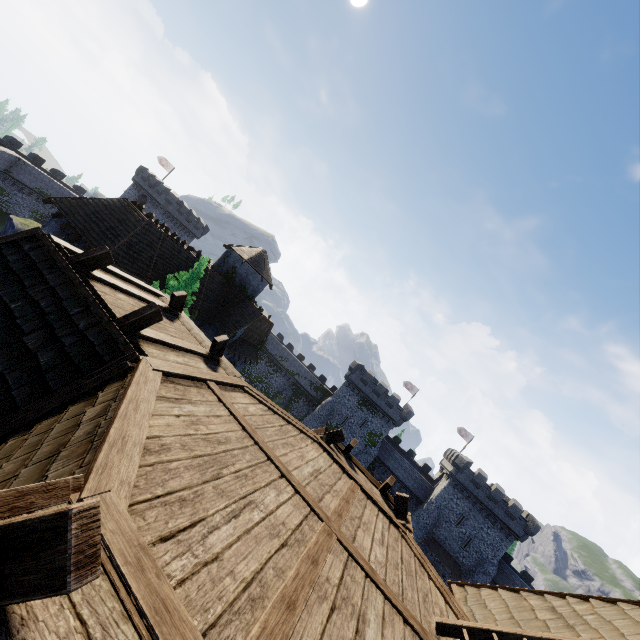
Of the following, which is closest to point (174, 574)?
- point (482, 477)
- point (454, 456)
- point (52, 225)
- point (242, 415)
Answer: point (242, 415)

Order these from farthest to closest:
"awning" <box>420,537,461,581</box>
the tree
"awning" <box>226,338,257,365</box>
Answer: "awning" <box>420,537,461,581</box>, "awning" <box>226,338,257,365</box>, the tree

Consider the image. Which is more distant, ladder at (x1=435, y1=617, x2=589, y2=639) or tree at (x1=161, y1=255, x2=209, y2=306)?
tree at (x1=161, y1=255, x2=209, y2=306)

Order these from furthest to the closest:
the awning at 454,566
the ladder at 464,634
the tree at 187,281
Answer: the awning at 454,566
the tree at 187,281
the ladder at 464,634

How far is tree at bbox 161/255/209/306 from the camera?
20.1m

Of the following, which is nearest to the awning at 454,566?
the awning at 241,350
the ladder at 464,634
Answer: the awning at 241,350

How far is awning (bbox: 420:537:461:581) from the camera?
40.6 meters

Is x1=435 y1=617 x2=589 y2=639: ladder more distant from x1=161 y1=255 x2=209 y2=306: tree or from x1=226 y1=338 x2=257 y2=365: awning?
x1=226 y1=338 x2=257 y2=365: awning
